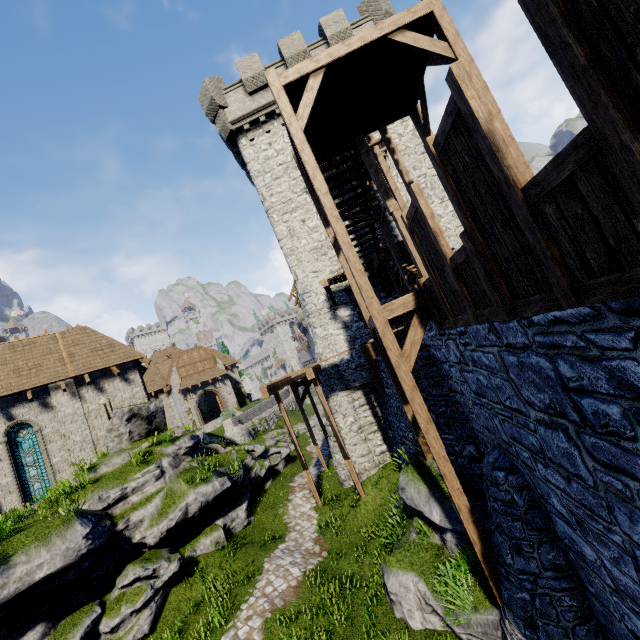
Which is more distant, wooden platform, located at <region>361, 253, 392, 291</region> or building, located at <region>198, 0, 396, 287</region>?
building, located at <region>198, 0, 396, 287</region>

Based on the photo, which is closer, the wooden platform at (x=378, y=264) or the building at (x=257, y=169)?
the wooden platform at (x=378, y=264)

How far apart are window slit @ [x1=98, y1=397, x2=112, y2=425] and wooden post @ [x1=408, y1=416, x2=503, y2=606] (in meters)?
17.46

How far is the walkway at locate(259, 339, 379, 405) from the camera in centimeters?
1039cm

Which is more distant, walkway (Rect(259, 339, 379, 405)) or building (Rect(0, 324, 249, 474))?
building (Rect(0, 324, 249, 474))

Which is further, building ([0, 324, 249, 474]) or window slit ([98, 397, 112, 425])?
window slit ([98, 397, 112, 425])

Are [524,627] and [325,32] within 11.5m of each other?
no

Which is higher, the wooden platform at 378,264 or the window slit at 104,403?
the wooden platform at 378,264
